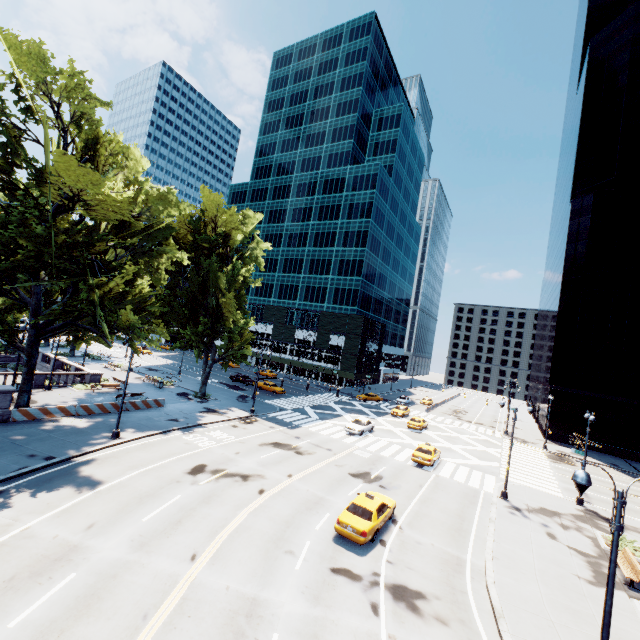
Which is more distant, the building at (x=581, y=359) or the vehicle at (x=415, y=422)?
the building at (x=581, y=359)

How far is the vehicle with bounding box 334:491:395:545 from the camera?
15.62m

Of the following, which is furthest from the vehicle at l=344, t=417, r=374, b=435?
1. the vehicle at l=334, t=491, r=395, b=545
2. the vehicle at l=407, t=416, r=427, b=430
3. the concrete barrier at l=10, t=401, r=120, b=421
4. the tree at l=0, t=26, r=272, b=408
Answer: the concrete barrier at l=10, t=401, r=120, b=421

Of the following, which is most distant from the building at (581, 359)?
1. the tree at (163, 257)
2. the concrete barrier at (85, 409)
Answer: the concrete barrier at (85, 409)

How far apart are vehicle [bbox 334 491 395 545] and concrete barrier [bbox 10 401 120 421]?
23.1 meters

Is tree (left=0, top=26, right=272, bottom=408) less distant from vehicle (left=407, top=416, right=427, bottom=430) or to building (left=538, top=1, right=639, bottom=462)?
vehicle (left=407, top=416, right=427, bottom=430)

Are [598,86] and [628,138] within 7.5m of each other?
no

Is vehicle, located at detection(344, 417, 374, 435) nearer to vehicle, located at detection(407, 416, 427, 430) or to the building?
vehicle, located at detection(407, 416, 427, 430)
